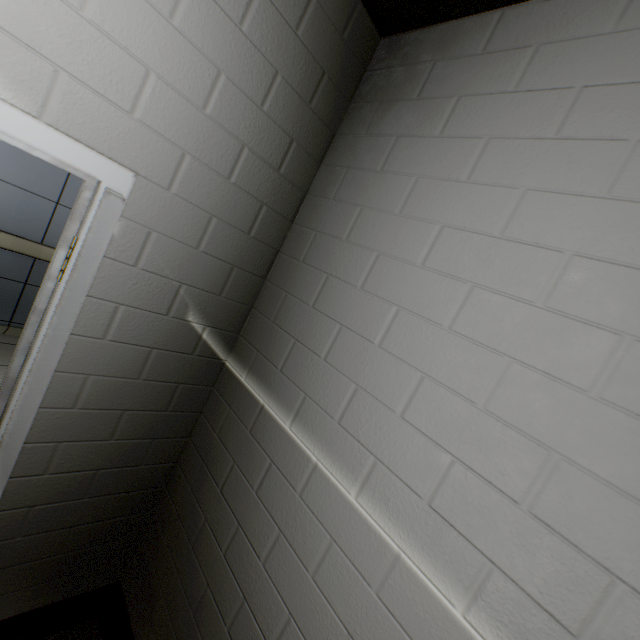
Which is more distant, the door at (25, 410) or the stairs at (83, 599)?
the stairs at (83, 599)

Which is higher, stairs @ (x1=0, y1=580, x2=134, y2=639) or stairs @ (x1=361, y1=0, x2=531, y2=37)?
stairs @ (x1=361, y1=0, x2=531, y2=37)

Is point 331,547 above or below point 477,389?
below

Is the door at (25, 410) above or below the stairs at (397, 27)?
below

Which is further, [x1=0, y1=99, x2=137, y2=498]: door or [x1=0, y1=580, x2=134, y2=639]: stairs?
[x1=0, y1=580, x2=134, y2=639]: stairs

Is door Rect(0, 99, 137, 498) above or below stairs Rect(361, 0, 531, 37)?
below
